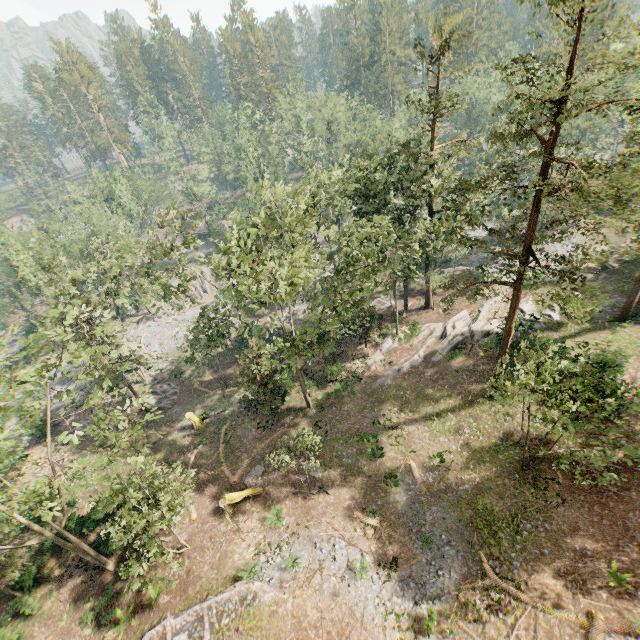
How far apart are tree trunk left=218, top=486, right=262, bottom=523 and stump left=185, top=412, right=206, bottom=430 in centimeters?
897cm

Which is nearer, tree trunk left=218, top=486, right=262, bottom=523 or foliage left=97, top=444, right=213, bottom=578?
foliage left=97, top=444, right=213, bottom=578

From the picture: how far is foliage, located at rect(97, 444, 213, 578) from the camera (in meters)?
17.22

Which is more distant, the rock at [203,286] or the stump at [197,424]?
the rock at [203,286]

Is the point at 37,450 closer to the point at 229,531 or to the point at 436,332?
the point at 229,531

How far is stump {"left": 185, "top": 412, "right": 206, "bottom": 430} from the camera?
31.88m

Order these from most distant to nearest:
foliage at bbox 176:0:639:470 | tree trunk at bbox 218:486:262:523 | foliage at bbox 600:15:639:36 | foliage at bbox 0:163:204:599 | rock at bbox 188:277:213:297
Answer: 1. rock at bbox 188:277:213:297
2. tree trunk at bbox 218:486:262:523
3. foliage at bbox 0:163:204:599
4. foliage at bbox 176:0:639:470
5. foliage at bbox 600:15:639:36

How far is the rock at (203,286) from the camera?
57.9 meters
